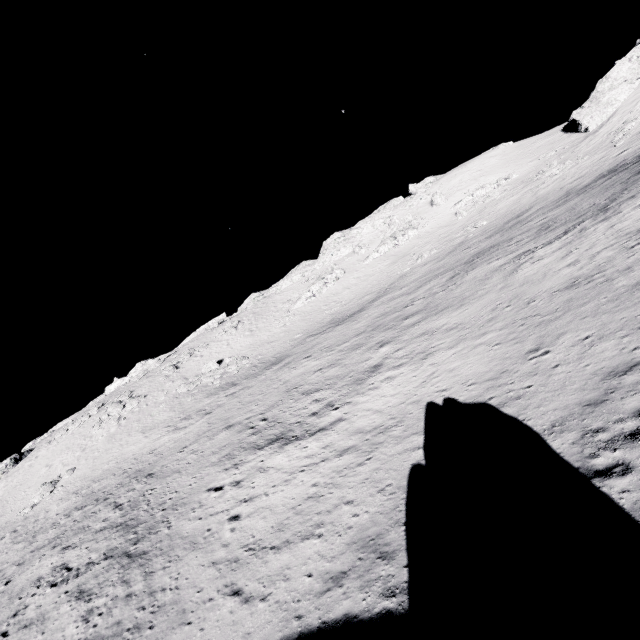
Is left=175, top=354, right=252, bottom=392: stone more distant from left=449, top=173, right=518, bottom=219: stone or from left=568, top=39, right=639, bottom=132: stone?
left=568, top=39, right=639, bottom=132: stone

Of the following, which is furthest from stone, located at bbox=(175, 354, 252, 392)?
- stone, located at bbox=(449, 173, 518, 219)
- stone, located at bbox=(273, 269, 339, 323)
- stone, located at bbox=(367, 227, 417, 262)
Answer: stone, located at bbox=(449, 173, 518, 219)

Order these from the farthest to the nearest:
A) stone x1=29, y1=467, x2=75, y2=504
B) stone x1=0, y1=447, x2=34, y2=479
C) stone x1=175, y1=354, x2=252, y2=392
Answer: stone x1=0, y1=447, x2=34, y2=479
stone x1=175, y1=354, x2=252, y2=392
stone x1=29, y1=467, x2=75, y2=504

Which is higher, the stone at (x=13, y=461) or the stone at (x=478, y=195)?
the stone at (x=478, y=195)

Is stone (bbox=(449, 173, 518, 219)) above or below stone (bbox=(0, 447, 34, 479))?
above

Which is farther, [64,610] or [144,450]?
[144,450]

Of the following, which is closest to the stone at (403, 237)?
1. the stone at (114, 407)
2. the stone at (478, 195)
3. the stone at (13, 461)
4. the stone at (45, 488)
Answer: the stone at (478, 195)

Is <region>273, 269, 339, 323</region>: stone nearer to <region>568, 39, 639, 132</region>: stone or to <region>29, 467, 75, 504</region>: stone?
<region>29, 467, 75, 504</region>: stone
